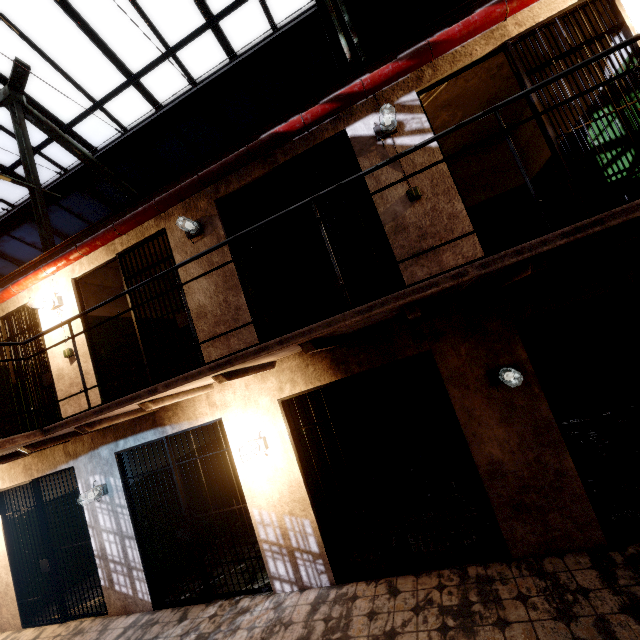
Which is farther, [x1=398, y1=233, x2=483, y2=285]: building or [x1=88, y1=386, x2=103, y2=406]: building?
[x1=88, y1=386, x2=103, y2=406]: building

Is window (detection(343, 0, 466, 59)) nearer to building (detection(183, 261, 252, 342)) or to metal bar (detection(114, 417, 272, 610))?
building (detection(183, 261, 252, 342))

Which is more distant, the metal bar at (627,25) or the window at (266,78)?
the window at (266,78)

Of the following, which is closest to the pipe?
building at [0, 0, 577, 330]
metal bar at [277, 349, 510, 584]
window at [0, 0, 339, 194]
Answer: building at [0, 0, 577, 330]

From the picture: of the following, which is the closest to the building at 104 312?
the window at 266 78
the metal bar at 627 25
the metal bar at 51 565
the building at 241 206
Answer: the building at 241 206

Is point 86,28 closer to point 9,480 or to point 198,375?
point 198,375

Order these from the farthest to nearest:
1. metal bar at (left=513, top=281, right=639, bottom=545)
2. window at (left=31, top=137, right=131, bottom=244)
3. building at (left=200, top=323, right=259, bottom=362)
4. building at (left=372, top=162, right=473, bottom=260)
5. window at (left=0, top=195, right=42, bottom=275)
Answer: window at (left=0, top=195, right=42, bottom=275)
window at (left=31, top=137, right=131, bottom=244)
building at (left=200, top=323, right=259, bottom=362)
building at (left=372, top=162, right=473, bottom=260)
metal bar at (left=513, top=281, right=639, bottom=545)

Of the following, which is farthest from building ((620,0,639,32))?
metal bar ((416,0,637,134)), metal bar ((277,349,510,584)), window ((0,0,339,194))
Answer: window ((0,0,339,194))
